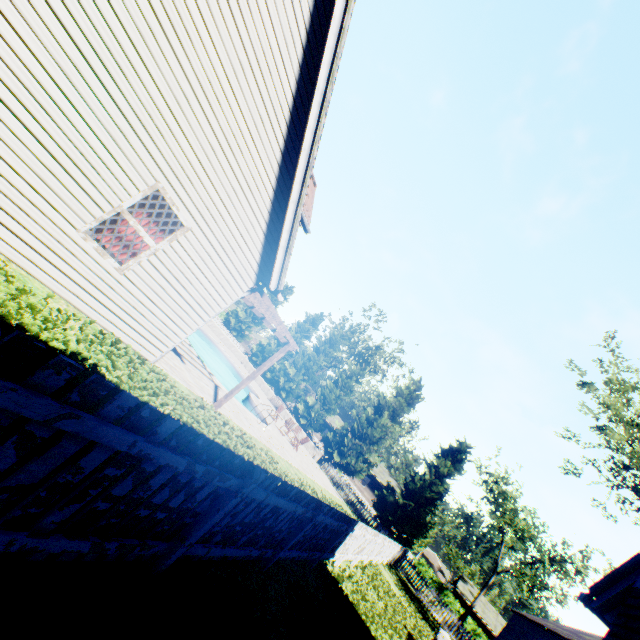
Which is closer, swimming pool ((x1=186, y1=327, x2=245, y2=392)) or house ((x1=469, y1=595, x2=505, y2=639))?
swimming pool ((x1=186, y1=327, x2=245, y2=392))

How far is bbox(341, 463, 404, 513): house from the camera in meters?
47.7 m

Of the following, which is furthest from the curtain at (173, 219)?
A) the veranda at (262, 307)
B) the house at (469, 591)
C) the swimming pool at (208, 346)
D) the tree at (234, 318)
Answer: the house at (469, 591)

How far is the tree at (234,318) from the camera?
Answer: 42.7m

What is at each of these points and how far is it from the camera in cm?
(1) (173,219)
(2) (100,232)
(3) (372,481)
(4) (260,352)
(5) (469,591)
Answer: (1) curtain, 636
(2) curtain, 581
(3) house, 4894
(4) tree, 4059
(5) house, 4556

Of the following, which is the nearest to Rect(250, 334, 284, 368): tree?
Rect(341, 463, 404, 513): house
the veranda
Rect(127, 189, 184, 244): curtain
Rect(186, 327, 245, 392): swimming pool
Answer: Rect(341, 463, 404, 513): house

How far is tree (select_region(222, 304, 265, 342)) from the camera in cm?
4266

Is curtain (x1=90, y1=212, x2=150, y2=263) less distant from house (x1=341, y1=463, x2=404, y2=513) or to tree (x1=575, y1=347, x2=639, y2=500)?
tree (x1=575, y1=347, x2=639, y2=500)
